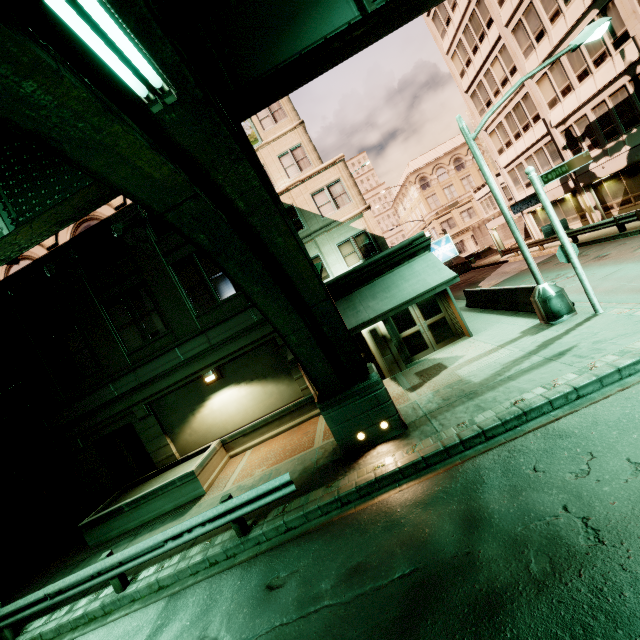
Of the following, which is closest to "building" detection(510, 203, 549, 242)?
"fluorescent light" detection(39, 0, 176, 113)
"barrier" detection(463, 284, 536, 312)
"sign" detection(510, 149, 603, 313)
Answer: Answer: "sign" detection(510, 149, 603, 313)

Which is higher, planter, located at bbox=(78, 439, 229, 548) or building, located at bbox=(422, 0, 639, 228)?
building, located at bbox=(422, 0, 639, 228)

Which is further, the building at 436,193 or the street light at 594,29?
the building at 436,193

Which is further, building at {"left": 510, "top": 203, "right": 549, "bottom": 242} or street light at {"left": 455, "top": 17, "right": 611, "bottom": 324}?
building at {"left": 510, "top": 203, "right": 549, "bottom": 242}

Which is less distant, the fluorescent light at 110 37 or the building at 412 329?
the fluorescent light at 110 37

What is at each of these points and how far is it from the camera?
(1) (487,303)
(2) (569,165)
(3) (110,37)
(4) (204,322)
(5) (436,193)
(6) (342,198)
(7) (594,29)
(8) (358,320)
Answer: (1) barrier, 16.1 meters
(2) sign, 9.3 meters
(3) fluorescent light, 2.2 meters
(4) building, 13.5 meters
(5) building, 59.7 meters
(6) building, 20.0 meters
(7) street light, 9.7 meters
(8) awning, 12.2 meters

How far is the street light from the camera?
9.9m

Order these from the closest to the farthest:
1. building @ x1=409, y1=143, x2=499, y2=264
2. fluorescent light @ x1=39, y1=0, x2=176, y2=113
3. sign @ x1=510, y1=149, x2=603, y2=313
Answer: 1. fluorescent light @ x1=39, y1=0, x2=176, y2=113
2. sign @ x1=510, y1=149, x2=603, y2=313
3. building @ x1=409, y1=143, x2=499, y2=264
